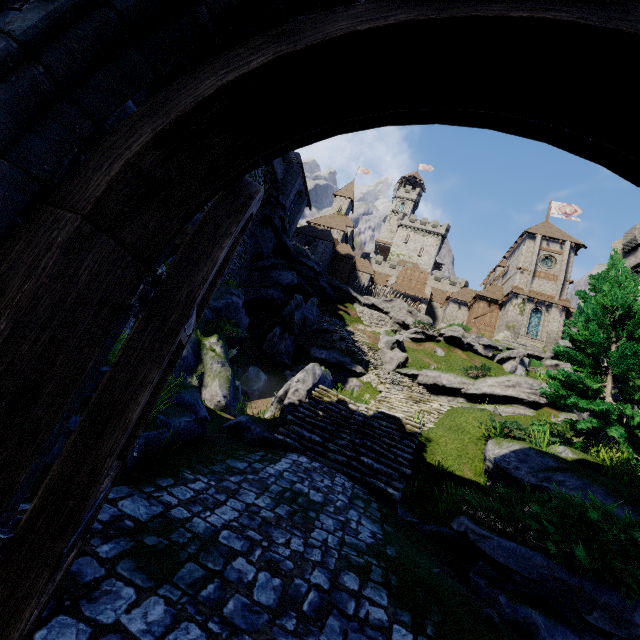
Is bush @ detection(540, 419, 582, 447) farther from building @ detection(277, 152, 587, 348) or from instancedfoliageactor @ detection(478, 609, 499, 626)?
building @ detection(277, 152, 587, 348)

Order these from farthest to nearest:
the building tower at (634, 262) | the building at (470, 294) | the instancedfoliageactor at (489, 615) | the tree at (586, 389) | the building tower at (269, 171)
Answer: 1. the building at (470, 294)
2. the building tower at (269, 171)
3. the building tower at (634, 262)
4. the tree at (586, 389)
5. the instancedfoliageactor at (489, 615)

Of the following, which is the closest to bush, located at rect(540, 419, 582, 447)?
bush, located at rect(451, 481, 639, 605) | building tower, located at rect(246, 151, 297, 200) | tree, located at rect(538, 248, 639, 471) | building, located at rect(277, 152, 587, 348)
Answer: tree, located at rect(538, 248, 639, 471)

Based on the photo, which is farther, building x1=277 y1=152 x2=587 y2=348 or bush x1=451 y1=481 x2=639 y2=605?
building x1=277 y1=152 x2=587 y2=348

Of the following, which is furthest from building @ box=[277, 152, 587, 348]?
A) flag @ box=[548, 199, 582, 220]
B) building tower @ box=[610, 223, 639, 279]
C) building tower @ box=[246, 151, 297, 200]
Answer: building tower @ box=[246, 151, 297, 200]

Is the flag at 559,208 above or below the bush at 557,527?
above

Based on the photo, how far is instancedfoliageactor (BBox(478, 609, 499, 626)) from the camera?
4.02m

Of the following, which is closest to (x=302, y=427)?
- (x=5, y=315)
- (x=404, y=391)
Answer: (x=5, y=315)
